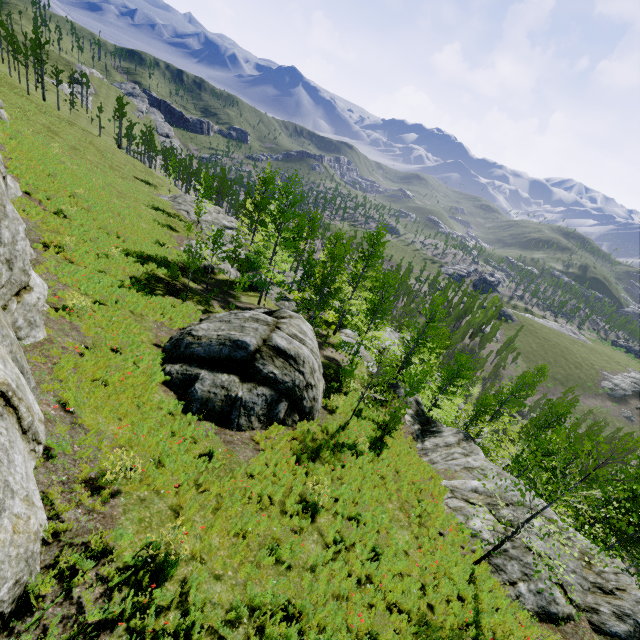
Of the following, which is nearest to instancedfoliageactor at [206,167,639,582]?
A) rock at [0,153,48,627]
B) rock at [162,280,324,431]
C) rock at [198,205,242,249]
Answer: rock at [0,153,48,627]

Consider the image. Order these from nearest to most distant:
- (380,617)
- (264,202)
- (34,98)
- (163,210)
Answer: (380,617) < (264,202) < (163,210) < (34,98)

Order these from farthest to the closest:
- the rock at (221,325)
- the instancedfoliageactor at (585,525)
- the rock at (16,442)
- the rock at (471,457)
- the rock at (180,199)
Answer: the rock at (180,199)
the rock at (471,457)
the rock at (221,325)
the instancedfoliageactor at (585,525)
the rock at (16,442)

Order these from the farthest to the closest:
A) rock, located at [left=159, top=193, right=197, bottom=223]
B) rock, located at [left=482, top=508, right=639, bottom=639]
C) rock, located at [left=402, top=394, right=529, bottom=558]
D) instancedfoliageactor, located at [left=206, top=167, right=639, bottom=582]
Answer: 1. rock, located at [left=159, top=193, right=197, bottom=223]
2. rock, located at [left=402, top=394, right=529, bottom=558]
3. rock, located at [left=482, top=508, right=639, bottom=639]
4. instancedfoliageactor, located at [left=206, top=167, right=639, bottom=582]

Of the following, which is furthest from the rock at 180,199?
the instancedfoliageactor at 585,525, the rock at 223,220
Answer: the rock at 223,220

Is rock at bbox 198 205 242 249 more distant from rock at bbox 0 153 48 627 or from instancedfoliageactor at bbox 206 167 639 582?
instancedfoliageactor at bbox 206 167 639 582

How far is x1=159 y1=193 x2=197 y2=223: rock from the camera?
40.4m

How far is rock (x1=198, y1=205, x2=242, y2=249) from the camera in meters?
39.0 m
